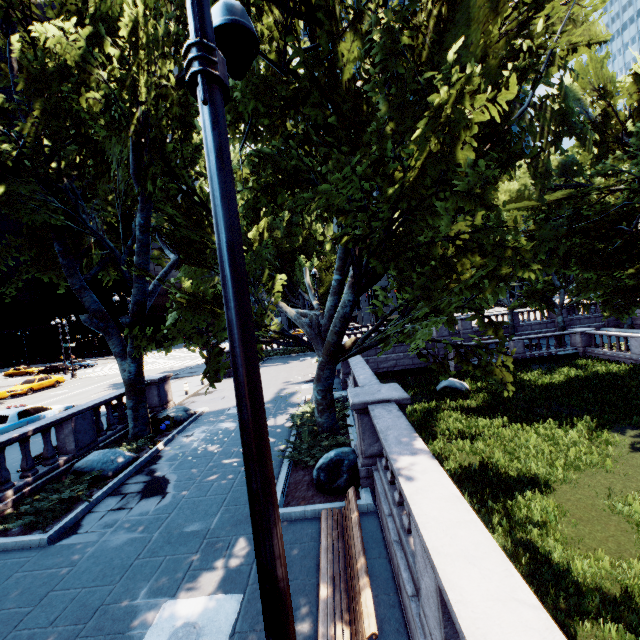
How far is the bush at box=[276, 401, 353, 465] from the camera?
9.3m

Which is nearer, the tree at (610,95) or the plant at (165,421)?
the tree at (610,95)

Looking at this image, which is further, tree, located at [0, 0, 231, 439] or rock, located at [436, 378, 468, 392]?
rock, located at [436, 378, 468, 392]

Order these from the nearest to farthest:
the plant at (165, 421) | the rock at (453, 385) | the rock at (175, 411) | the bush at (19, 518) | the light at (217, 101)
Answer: the light at (217, 101), the bush at (19, 518), the plant at (165, 421), the rock at (175, 411), the rock at (453, 385)

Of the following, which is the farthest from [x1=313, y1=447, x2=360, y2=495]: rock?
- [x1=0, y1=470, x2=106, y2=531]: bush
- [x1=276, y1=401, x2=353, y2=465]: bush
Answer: [x1=0, y1=470, x2=106, y2=531]: bush

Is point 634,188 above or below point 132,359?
above

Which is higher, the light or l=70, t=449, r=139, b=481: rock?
the light

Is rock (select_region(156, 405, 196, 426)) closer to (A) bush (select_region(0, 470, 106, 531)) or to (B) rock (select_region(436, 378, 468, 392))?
(A) bush (select_region(0, 470, 106, 531))
